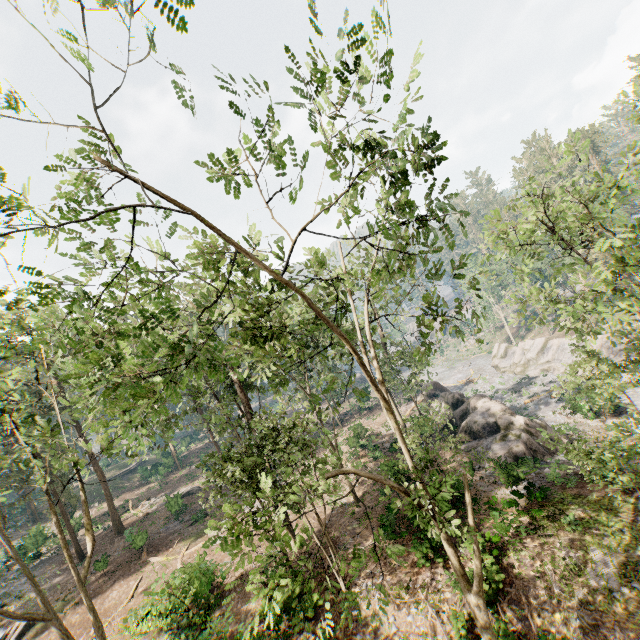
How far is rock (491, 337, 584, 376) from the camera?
40.78m

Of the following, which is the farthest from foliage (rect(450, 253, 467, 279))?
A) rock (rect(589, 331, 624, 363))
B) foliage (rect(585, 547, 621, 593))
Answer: foliage (rect(585, 547, 621, 593))

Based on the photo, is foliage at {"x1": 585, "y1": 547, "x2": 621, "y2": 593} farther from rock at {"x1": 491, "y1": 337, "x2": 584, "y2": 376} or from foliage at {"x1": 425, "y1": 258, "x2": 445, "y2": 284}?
rock at {"x1": 491, "y1": 337, "x2": 584, "y2": 376}

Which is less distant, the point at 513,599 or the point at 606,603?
the point at 606,603

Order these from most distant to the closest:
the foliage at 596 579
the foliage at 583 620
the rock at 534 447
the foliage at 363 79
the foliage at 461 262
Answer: the rock at 534 447 → the foliage at 596 579 → the foliage at 583 620 → the foliage at 461 262 → the foliage at 363 79

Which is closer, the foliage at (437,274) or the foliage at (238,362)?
the foliage at (238,362)

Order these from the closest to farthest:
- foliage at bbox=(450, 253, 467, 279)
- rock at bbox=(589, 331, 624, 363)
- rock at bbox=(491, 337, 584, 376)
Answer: foliage at bbox=(450, 253, 467, 279), rock at bbox=(589, 331, 624, 363), rock at bbox=(491, 337, 584, 376)
